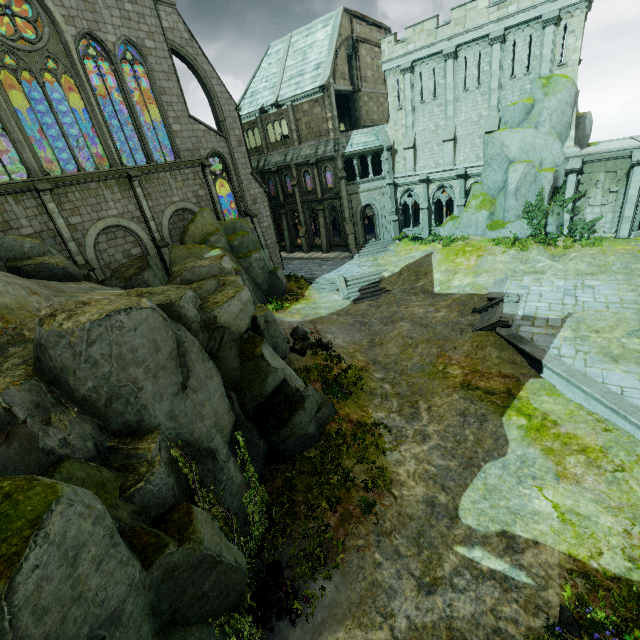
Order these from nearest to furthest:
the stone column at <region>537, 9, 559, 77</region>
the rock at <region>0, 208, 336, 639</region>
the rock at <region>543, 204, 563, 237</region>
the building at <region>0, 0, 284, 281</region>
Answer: the rock at <region>0, 208, 336, 639</region> → the building at <region>0, 0, 284, 281</region> → the stone column at <region>537, 9, 559, 77</region> → the rock at <region>543, 204, 563, 237</region>

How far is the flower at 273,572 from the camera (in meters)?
8.10

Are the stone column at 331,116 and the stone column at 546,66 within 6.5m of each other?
no

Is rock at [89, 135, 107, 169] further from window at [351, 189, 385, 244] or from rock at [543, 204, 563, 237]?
rock at [543, 204, 563, 237]

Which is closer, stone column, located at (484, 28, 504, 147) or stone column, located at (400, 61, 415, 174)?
stone column, located at (484, 28, 504, 147)

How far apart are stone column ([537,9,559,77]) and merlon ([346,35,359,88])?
14.81m

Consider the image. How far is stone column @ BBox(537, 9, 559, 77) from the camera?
20.72m

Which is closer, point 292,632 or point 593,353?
point 292,632
